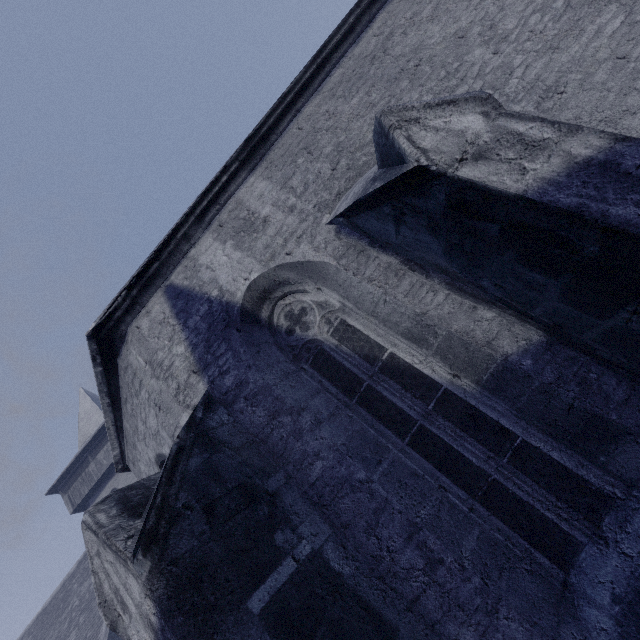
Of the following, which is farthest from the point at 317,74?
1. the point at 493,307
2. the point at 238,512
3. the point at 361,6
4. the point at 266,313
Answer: the point at 238,512
